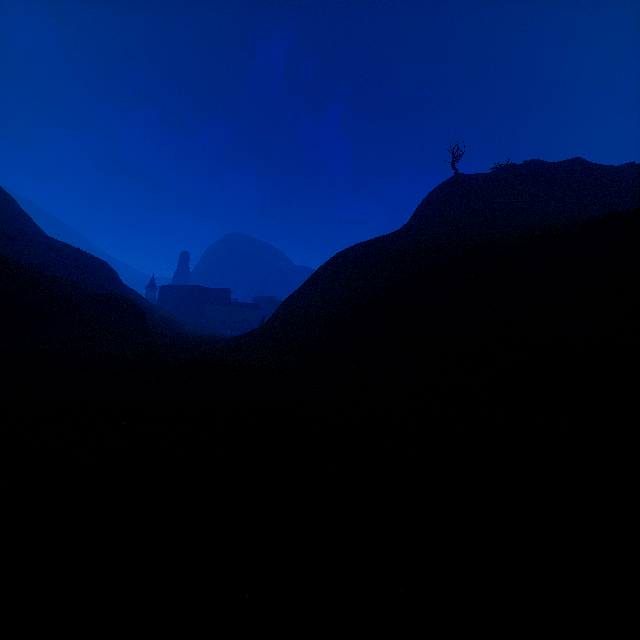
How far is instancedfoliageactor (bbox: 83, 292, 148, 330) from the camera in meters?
24.3 m

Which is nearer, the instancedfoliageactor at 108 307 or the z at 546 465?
the z at 546 465

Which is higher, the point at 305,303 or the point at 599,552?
the point at 305,303

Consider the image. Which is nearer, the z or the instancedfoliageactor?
the z

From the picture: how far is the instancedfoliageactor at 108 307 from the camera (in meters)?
24.28
